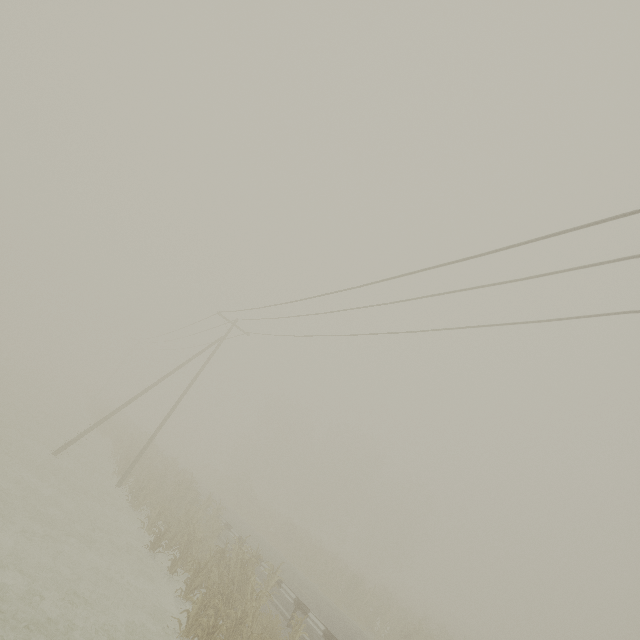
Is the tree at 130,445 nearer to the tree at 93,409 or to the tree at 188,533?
the tree at 93,409

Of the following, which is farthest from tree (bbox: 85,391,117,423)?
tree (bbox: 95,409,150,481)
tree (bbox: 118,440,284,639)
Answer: tree (bbox: 118,440,284,639)

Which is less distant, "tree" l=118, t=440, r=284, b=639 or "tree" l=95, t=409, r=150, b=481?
"tree" l=118, t=440, r=284, b=639

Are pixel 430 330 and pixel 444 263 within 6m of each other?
yes

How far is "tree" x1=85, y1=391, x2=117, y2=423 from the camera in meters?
37.1 m

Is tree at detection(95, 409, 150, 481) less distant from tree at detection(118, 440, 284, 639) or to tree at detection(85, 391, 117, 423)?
tree at detection(85, 391, 117, 423)

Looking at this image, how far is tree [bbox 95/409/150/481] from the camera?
21.38m
